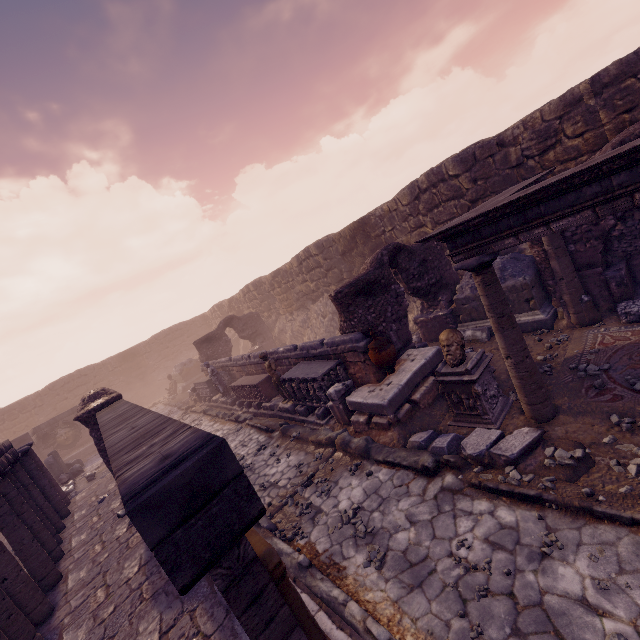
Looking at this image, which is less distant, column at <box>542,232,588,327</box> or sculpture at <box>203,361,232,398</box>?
column at <box>542,232,588,327</box>

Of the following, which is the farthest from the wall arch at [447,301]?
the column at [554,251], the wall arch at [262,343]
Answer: the wall arch at [262,343]

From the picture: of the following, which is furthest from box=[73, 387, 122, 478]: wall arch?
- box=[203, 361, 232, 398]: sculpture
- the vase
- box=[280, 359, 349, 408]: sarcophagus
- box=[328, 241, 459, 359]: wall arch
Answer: the vase

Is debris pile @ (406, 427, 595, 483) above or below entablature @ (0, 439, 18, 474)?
below

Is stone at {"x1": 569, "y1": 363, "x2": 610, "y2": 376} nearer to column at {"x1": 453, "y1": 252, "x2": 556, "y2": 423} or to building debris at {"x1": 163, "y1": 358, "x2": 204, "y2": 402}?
column at {"x1": 453, "y1": 252, "x2": 556, "y2": 423}

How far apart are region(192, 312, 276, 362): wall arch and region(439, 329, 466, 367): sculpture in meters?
15.3 m

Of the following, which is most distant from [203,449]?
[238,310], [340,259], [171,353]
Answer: [171,353]

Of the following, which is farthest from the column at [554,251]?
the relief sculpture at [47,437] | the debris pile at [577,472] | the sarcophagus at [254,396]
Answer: the relief sculpture at [47,437]
